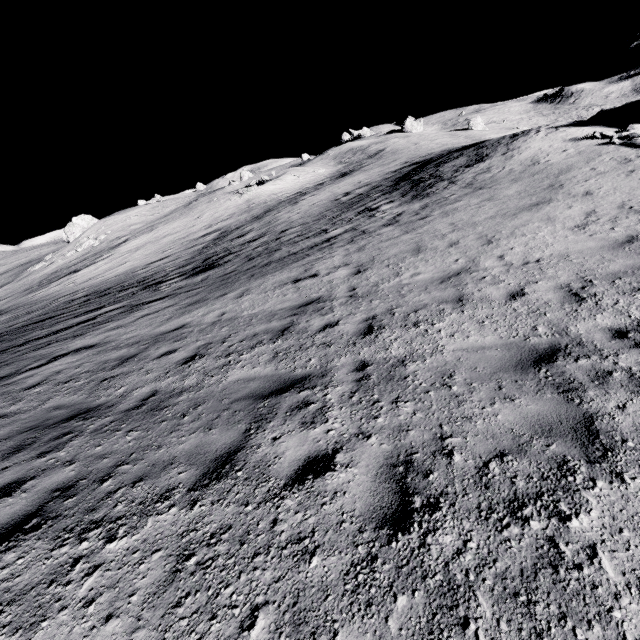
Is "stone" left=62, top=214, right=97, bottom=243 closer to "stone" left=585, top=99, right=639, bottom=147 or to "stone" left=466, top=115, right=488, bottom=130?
"stone" left=585, top=99, right=639, bottom=147

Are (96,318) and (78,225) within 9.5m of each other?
no

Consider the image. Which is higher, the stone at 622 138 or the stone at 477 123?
the stone at 477 123

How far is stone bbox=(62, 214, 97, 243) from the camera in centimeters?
4825cm

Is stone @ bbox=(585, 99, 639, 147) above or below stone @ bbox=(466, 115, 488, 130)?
below

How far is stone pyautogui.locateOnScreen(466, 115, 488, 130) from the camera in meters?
58.1 m

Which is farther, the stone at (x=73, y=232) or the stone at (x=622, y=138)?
the stone at (x=73, y=232)
